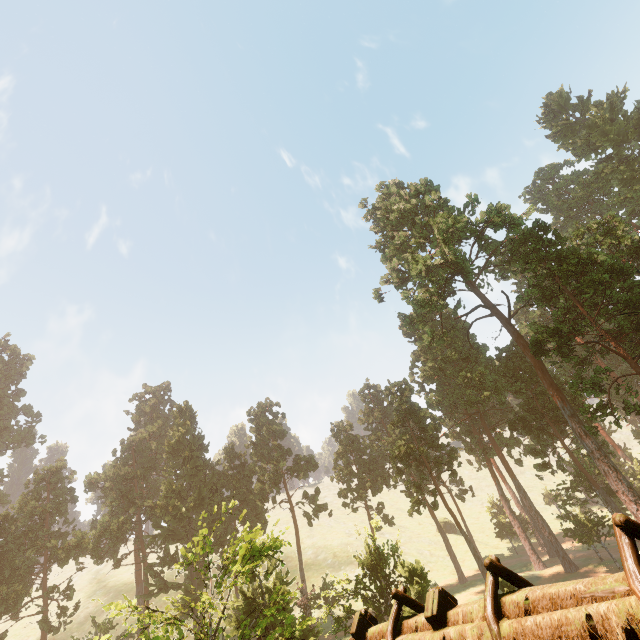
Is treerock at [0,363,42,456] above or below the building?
above

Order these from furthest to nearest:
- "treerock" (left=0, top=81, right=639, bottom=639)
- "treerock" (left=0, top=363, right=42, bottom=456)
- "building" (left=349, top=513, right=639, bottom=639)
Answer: "treerock" (left=0, top=363, right=42, bottom=456) → "treerock" (left=0, top=81, right=639, bottom=639) → "building" (left=349, top=513, right=639, bottom=639)

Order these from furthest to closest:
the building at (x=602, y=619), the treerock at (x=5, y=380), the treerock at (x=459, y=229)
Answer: the treerock at (x=5, y=380) → the treerock at (x=459, y=229) → the building at (x=602, y=619)

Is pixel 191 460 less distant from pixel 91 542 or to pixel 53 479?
pixel 91 542

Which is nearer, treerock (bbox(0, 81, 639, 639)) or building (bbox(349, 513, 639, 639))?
building (bbox(349, 513, 639, 639))

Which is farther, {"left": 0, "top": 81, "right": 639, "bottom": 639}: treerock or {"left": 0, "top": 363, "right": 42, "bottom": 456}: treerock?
{"left": 0, "top": 363, "right": 42, "bottom": 456}: treerock

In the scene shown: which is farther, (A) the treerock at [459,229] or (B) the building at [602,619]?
(A) the treerock at [459,229]
